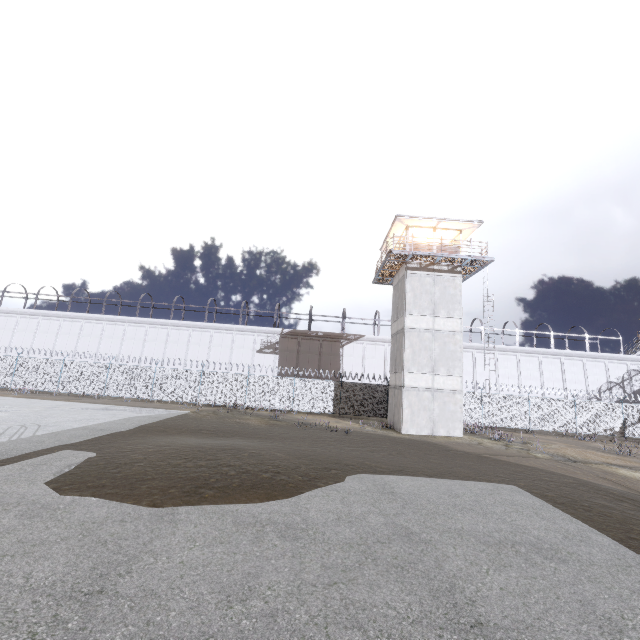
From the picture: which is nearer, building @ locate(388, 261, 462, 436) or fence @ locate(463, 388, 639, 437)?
building @ locate(388, 261, 462, 436)

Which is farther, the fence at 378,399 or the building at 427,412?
the fence at 378,399

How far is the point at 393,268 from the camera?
24.9m

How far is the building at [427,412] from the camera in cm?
2112

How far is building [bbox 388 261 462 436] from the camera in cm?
2112
